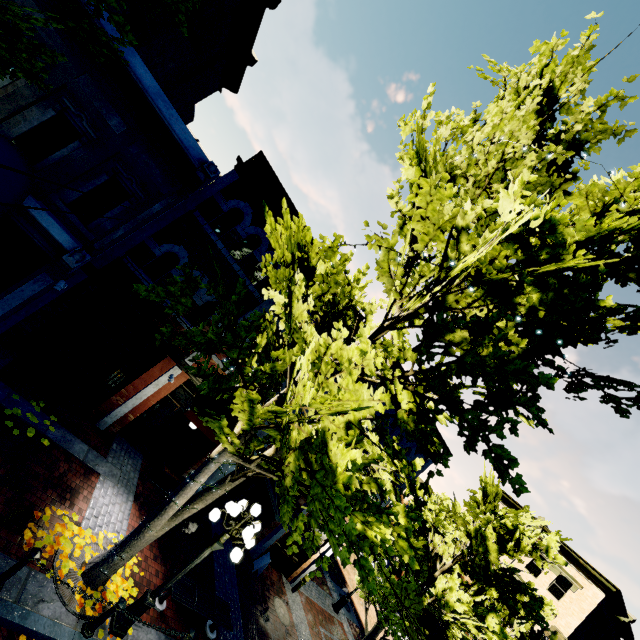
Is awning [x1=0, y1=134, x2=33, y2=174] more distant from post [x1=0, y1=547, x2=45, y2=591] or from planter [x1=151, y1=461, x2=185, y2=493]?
planter [x1=151, y1=461, x2=185, y2=493]

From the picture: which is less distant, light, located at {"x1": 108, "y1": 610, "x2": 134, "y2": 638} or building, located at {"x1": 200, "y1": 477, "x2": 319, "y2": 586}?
light, located at {"x1": 108, "y1": 610, "x2": 134, "y2": 638}

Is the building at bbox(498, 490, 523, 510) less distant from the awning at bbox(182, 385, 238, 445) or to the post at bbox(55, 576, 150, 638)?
the post at bbox(55, 576, 150, 638)

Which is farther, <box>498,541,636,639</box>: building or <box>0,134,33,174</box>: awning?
<box>498,541,636,639</box>: building

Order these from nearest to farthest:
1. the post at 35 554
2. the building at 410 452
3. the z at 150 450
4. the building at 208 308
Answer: the post at 35 554 → the building at 208 308 → the z at 150 450 → the building at 410 452

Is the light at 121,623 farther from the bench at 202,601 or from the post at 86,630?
the bench at 202,601

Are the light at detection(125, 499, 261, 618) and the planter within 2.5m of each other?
no

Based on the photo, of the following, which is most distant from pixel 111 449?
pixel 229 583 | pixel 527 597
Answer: pixel 527 597
